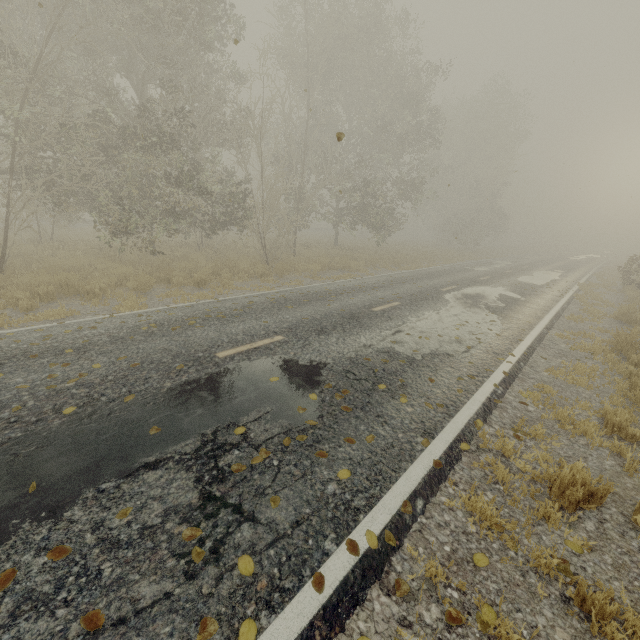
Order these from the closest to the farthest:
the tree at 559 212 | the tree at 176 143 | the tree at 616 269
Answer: the tree at 176 143 → the tree at 616 269 → the tree at 559 212

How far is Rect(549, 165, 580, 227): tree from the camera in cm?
5714

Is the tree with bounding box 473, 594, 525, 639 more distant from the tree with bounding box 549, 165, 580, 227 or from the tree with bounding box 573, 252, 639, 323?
the tree with bounding box 549, 165, 580, 227

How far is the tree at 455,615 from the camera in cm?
230

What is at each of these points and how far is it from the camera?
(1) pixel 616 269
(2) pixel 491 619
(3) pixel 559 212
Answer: (1) tree, 29.3 meters
(2) tree, 2.4 meters
(3) tree, 59.7 meters

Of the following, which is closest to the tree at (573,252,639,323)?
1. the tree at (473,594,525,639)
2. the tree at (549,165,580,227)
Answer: the tree at (473,594,525,639)

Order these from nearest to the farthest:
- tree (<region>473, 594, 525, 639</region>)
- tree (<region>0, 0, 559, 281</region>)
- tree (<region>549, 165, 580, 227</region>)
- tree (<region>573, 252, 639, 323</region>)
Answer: tree (<region>473, 594, 525, 639</region>)
tree (<region>0, 0, 559, 281</region>)
tree (<region>573, 252, 639, 323</region>)
tree (<region>549, 165, 580, 227</region>)
